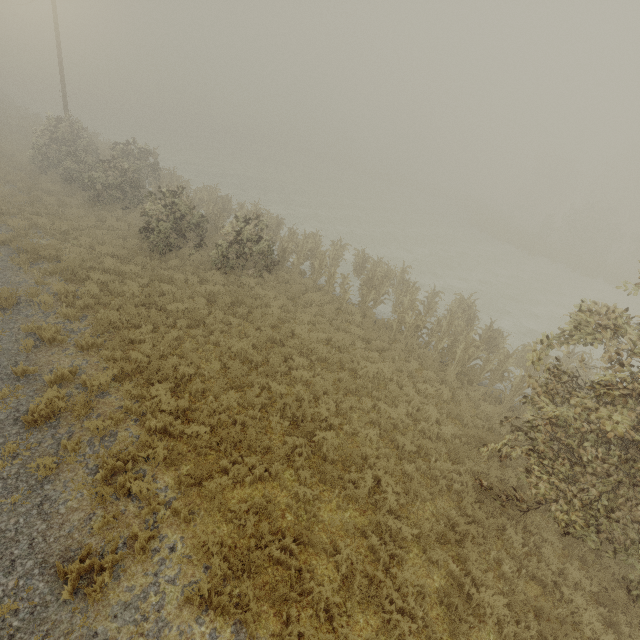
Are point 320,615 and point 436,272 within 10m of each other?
no
